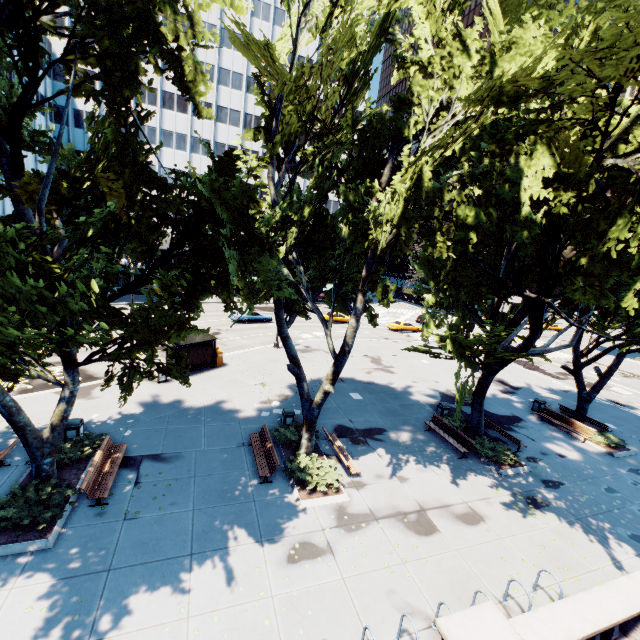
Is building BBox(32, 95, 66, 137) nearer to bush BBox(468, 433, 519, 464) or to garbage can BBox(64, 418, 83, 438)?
garbage can BBox(64, 418, 83, 438)

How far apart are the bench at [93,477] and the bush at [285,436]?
6.46m

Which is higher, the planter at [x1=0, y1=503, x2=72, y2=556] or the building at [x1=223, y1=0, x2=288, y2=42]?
the building at [x1=223, y1=0, x2=288, y2=42]

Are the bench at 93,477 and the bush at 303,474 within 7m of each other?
yes

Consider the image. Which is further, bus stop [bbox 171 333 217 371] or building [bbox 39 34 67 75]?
building [bbox 39 34 67 75]

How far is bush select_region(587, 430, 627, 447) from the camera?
18.4 meters

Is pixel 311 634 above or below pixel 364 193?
below
